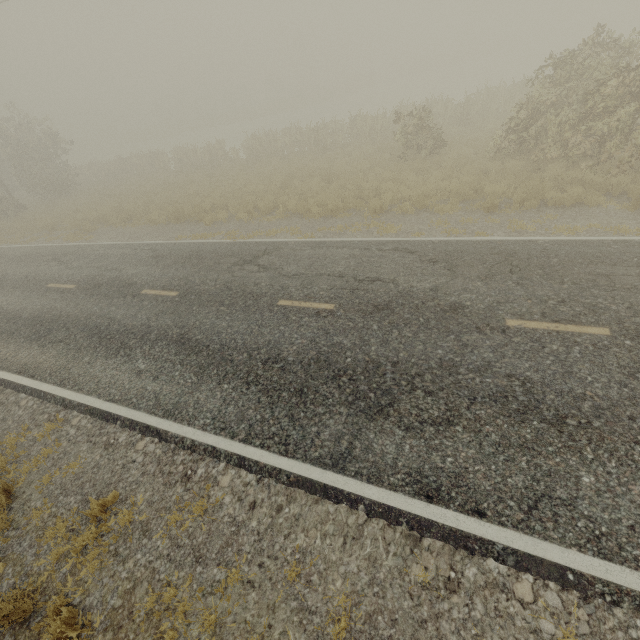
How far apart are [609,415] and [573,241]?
5.16m
